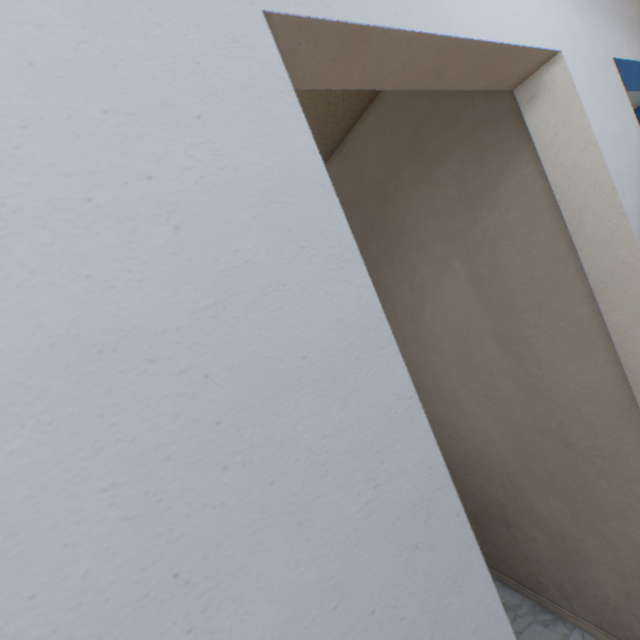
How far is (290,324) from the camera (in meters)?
0.34
